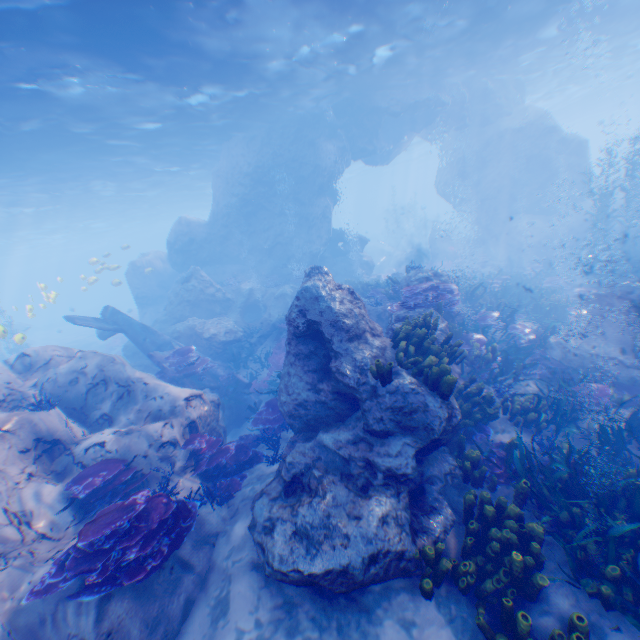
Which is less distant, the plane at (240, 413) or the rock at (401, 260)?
the plane at (240, 413)

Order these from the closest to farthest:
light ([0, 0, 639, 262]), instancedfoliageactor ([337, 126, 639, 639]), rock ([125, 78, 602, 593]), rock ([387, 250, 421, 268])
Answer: instancedfoliageactor ([337, 126, 639, 639])
rock ([125, 78, 602, 593])
light ([0, 0, 639, 262])
rock ([387, 250, 421, 268])

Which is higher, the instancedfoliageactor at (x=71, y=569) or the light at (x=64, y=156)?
the light at (x=64, y=156)

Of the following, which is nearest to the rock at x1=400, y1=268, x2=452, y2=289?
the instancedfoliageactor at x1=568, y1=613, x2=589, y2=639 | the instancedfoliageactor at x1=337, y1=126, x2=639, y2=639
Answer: the instancedfoliageactor at x1=337, y1=126, x2=639, y2=639

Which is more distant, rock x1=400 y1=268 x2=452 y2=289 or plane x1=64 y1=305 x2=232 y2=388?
plane x1=64 y1=305 x2=232 y2=388

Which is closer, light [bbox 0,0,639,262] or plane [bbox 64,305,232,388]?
light [bbox 0,0,639,262]

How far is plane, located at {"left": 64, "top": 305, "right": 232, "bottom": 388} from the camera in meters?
12.3 m

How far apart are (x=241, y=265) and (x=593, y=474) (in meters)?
22.55
